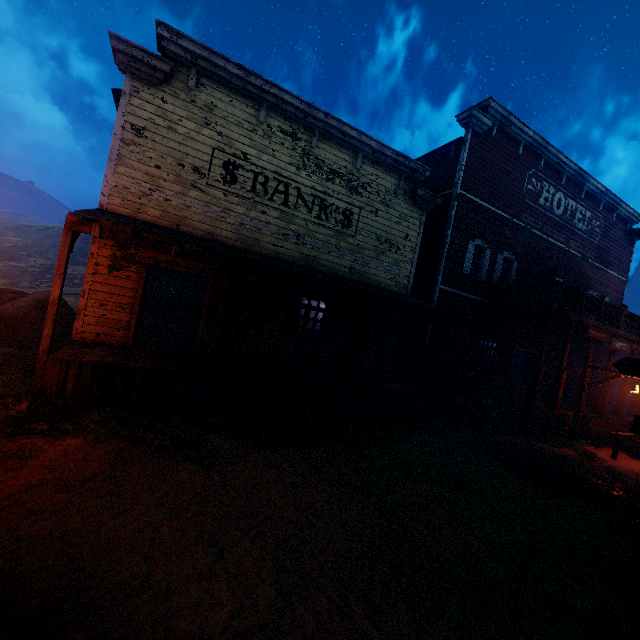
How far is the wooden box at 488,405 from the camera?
11.28m

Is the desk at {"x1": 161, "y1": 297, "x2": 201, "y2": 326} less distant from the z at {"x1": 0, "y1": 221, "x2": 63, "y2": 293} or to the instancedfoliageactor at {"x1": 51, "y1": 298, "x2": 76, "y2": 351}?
the z at {"x1": 0, "y1": 221, "x2": 63, "y2": 293}

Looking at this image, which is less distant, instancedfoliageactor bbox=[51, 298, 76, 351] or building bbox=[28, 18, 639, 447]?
building bbox=[28, 18, 639, 447]

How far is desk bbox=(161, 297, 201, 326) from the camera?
15.58m

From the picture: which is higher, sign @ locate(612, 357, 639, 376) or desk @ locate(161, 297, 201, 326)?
sign @ locate(612, 357, 639, 376)

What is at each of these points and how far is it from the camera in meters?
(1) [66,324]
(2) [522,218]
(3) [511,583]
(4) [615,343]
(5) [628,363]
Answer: (1) instancedfoliageactor, 10.6 m
(2) building, 15.2 m
(3) z, 4.0 m
(4) sign, 13.6 m
(5) sign, 5.0 m

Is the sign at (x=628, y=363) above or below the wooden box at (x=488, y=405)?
above

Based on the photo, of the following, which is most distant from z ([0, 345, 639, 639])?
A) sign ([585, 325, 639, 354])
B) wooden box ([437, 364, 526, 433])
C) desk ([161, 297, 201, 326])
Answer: sign ([585, 325, 639, 354])
